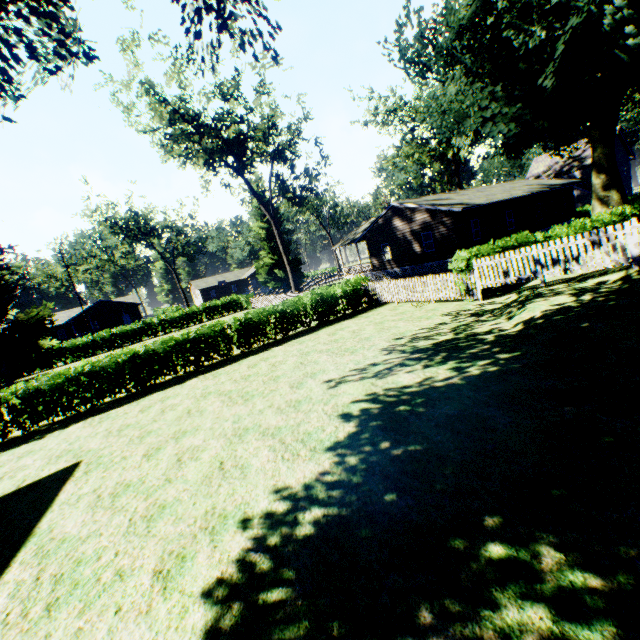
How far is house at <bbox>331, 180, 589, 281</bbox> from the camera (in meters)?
24.75

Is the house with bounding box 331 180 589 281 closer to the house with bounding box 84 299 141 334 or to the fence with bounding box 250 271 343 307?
the fence with bounding box 250 271 343 307

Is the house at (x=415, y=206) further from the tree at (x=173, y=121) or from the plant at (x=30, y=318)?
the tree at (x=173, y=121)

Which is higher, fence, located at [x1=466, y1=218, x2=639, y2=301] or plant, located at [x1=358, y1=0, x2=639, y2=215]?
plant, located at [x1=358, y1=0, x2=639, y2=215]

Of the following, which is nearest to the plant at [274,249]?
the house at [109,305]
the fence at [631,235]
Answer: the fence at [631,235]

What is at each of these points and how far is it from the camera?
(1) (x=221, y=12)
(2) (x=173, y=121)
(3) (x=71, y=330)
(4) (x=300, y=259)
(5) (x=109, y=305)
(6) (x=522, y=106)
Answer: (1) plant, 8.1m
(2) tree, 24.8m
(3) house, 56.3m
(4) plant, 42.7m
(5) house, 54.9m
(6) plant, 18.3m

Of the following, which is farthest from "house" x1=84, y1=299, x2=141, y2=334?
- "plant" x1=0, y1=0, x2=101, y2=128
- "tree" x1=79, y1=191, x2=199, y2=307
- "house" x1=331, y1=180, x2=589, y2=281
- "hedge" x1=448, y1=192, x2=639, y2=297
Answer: "hedge" x1=448, y1=192, x2=639, y2=297

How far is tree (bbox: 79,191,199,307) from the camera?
46.75m
